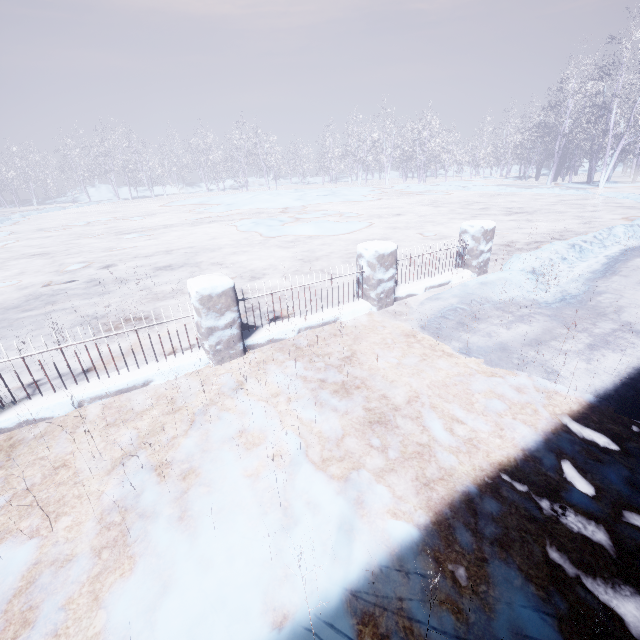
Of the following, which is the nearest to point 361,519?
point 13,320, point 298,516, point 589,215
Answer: point 298,516
